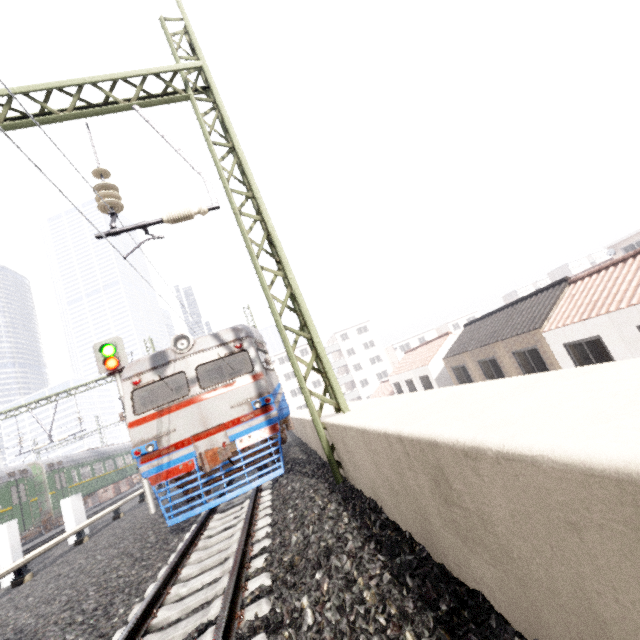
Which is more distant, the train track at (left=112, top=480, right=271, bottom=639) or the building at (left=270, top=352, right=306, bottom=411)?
the building at (left=270, top=352, right=306, bottom=411)

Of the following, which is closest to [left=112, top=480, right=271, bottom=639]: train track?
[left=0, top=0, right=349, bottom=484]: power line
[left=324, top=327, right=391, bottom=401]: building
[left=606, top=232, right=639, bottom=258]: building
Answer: [left=0, top=0, right=349, bottom=484]: power line

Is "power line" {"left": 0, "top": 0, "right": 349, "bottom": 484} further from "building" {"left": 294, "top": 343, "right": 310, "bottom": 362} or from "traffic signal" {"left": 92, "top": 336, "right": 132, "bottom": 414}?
"building" {"left": 294, "top": 343, "right": 310, "bottom": 362}

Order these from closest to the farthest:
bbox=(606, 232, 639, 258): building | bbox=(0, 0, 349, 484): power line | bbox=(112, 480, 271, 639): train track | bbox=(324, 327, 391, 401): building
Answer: bbox=(112, 480, 271, 639): train track, bbox=(0, 0, 349, 484): power line, bbox=(606, 232, 639, 258): building, bbox=(324, 327, 391, 401): building

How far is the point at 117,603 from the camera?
4.53m

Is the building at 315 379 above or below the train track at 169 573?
above
